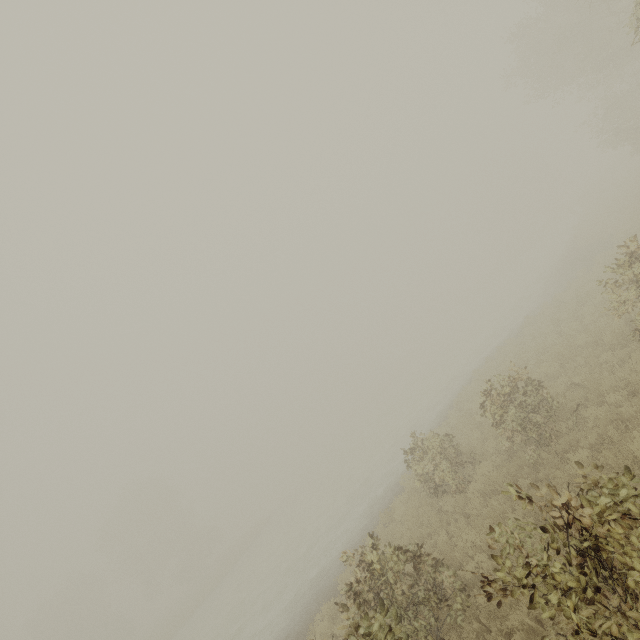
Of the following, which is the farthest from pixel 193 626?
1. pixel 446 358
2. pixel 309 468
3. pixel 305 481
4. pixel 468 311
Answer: pixel 468 311

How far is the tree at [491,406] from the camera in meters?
7.9 m

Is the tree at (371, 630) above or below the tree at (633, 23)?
below

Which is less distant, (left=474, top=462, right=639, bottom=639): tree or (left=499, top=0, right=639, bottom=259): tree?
(left=474, top=462, right=639, bottom=639): tree

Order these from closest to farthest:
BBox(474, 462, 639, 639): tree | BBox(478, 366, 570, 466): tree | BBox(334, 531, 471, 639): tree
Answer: BBox(474, 462, 639, 639): tree → BBox(334, 531, 471, 639): tree → BBox(478, 366, 570, 466): tree

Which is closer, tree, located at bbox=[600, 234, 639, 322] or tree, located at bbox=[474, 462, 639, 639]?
tree, located at bbox=[474, 462, 639, 639]

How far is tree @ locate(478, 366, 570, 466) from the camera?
7.9m
